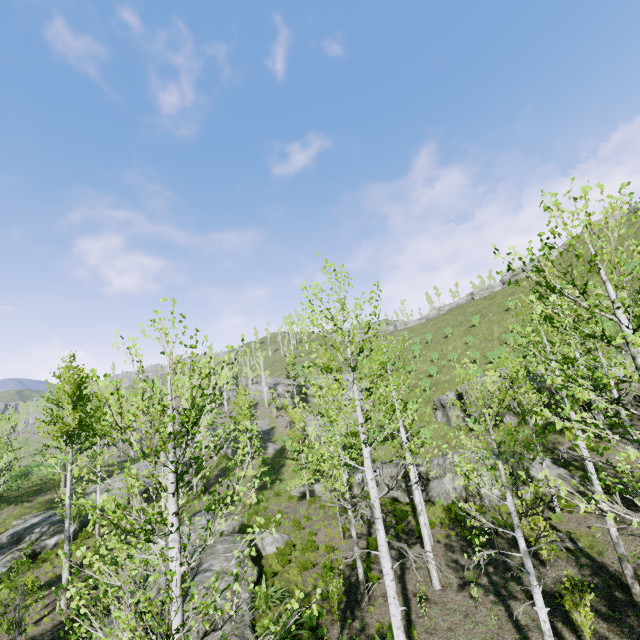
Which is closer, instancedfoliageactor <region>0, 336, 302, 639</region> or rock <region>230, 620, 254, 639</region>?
instancedfoliageactor <region>0, 336, 302, 639</region>

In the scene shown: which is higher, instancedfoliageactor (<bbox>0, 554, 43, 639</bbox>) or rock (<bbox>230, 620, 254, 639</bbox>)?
instancedfoliageactor (<bbox>0, 554, 43, 639</bbox>)

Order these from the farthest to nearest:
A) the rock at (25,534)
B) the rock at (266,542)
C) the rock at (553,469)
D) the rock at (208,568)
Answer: the rock at (25,534), the rock at (266,542), the rock at (553,469), the rock at (208,568)

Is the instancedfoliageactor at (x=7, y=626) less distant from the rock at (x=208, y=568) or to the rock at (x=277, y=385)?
the rock at (x=208, y=568)

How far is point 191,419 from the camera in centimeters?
2984cm

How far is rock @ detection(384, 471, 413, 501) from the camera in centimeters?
2122cm

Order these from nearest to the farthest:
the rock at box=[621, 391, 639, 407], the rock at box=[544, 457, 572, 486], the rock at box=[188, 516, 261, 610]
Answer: the rock at box=[188, 516, 261, 610]
the rock at box=[544, 457, 572, 486]
the rock at box=[621, 391, 639, 407]

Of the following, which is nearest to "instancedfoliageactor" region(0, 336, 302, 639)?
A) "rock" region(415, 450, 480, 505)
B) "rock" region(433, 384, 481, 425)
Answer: "rock" region(415, 450, 480, 505)
